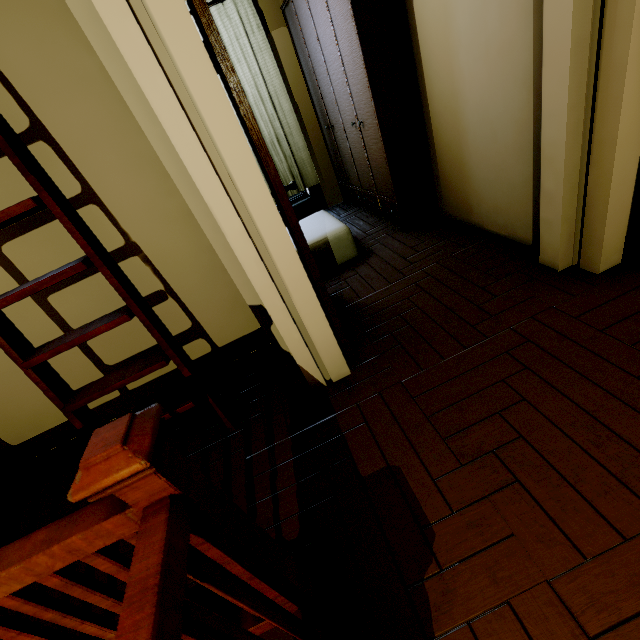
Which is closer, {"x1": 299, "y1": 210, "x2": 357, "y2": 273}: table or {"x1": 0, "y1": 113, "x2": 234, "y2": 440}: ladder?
{"x1": 0, "y1": 113, "x2": 234, "y2": 440}: ladder

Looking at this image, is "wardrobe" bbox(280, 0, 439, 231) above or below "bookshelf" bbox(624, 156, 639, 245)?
above

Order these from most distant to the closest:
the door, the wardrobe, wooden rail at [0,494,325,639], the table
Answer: the table < the wardrobe < the door < wooden rail at [0,494,325,639]

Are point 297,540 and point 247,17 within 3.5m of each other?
no

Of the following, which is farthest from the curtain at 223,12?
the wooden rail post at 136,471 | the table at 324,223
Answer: the wooden rail post at 136,471

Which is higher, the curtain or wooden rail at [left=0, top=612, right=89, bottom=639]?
the curtain

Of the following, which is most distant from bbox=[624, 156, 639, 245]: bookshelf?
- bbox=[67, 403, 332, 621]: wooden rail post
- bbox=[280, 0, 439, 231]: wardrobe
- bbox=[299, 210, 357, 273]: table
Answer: bbox=[67, 403, 332, 621]: wooden rail post

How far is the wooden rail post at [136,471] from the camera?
0.6 meters
